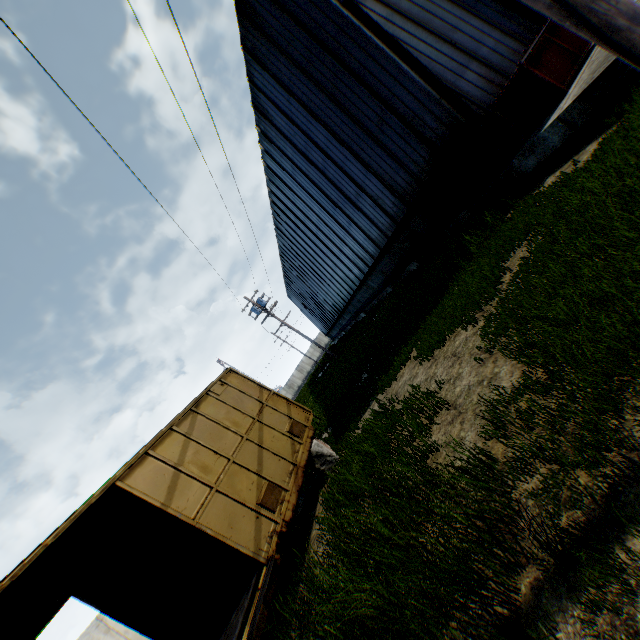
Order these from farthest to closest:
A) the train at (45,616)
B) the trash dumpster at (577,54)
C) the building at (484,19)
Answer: the building at (484,19) < the trash dumpster at (577,54) < the train at (45,616)

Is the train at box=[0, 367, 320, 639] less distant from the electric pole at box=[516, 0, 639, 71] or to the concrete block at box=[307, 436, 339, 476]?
the concrete block at box=[307, 436, 339, 476]

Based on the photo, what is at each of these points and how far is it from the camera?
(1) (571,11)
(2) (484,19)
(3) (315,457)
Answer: (1) electric pole, 1.8 meters
(2) building, 9.2 meters
(3) concrete block, 9.0 meters

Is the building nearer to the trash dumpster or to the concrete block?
the trash dumpster

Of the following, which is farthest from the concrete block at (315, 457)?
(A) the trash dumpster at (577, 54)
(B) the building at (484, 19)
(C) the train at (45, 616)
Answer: (A) the trash dumpster at (577, 54)

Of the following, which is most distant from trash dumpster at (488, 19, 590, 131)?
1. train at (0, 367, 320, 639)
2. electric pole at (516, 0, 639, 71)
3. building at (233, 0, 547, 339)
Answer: train at (0, 367, 320, 639)

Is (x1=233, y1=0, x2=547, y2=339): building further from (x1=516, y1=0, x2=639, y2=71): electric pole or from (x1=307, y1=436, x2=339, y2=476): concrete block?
(x1=307, y1=436, x2=339, y2=476): concrete block

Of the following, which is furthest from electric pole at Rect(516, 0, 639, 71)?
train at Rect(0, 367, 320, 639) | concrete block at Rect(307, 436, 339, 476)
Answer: concrete block at Rect(307, 436, 339, 476)
